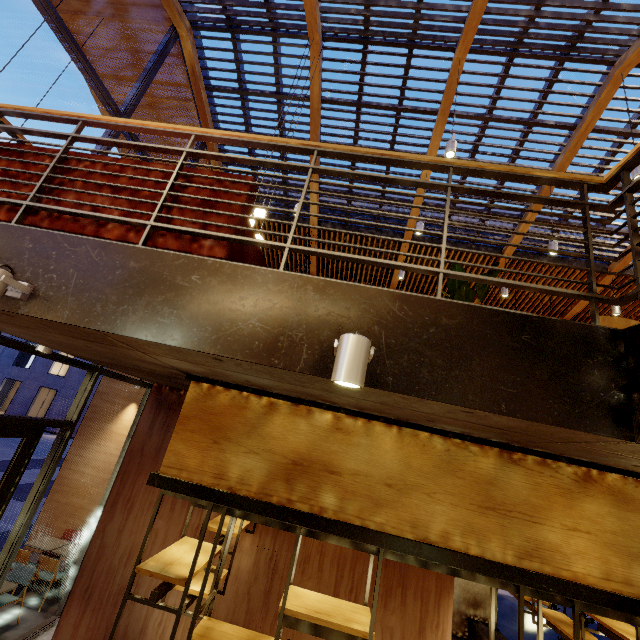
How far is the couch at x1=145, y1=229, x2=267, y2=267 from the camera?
2.3m

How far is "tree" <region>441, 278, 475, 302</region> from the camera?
3.4 meters

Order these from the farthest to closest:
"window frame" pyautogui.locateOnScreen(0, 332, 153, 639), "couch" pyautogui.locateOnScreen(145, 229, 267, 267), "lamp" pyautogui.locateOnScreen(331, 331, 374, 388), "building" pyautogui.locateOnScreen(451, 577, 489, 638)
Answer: "building" pyautogui.locateOnScreen(451, 577, 489, 638) < "window frame" pyautogui.locateOnScreen(0, 332, 153, 639) < "couch" pyautogui.locateOnScreen(145, 229, 267, 267) < "lamp" pyautogui.locateOnScreen(331, 331, 374, 388)

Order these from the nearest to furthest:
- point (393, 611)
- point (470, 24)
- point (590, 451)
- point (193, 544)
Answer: point (590, 451)
point (193, 544)
point (393, 611)
point (470, 24)

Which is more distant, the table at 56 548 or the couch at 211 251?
the table at 56 548

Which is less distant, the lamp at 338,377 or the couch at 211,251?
the lamp at 338,377

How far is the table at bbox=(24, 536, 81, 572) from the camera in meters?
7.1 m

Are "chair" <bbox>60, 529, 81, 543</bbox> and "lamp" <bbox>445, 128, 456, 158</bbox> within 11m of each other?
no
